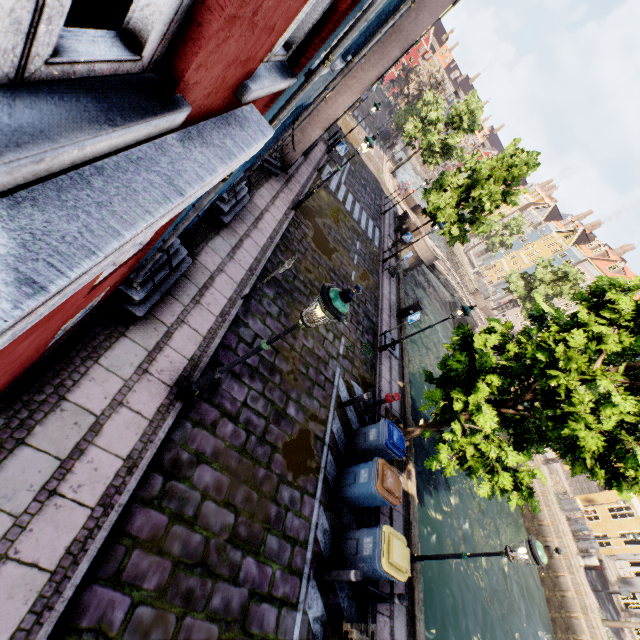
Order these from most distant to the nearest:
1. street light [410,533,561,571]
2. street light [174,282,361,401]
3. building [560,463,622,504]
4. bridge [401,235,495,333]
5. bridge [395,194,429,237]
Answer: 1. building [560,463,622,504]
2. bridge [401,235,495,333]
3. bridge [395,194,429,237]
4. street light [410,533,561,571]
5. street light [174,282,361,401]

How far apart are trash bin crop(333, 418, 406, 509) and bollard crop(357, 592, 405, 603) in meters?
1.5

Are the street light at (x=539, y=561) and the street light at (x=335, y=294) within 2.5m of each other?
no

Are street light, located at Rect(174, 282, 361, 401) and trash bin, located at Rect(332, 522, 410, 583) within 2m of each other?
no

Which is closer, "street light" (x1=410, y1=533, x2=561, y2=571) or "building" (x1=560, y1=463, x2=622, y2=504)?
"street light" (x1=410, y1=533, x2=561, y2=571)

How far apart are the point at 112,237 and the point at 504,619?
23.15m

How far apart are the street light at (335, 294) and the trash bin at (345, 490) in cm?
425

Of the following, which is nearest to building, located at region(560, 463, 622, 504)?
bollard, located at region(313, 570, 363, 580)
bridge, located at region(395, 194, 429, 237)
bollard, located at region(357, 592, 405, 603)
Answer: bridge, located at region(395, 194, 429, 237)
